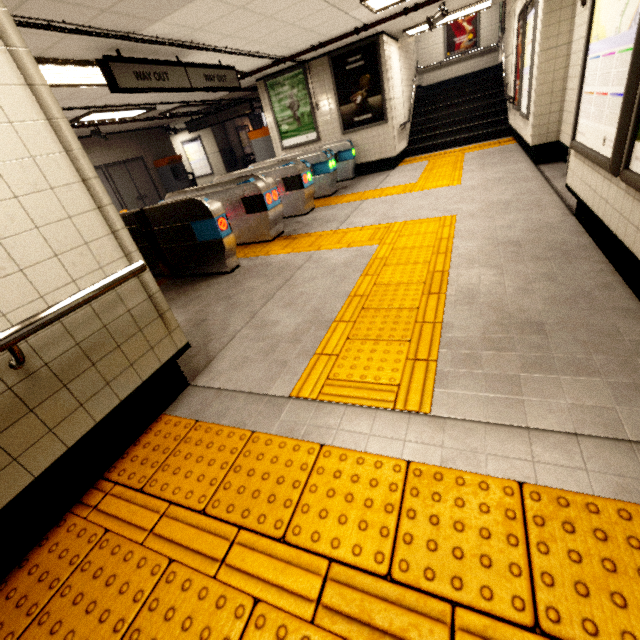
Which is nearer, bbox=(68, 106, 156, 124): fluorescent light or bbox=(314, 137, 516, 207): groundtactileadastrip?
bbox=(314, 137, 516, 207): groundtactileadastrip

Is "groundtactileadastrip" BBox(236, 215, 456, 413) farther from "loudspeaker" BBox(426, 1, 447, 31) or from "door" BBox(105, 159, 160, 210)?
"loudspeaker" BBox(426, 1, 447, 31)

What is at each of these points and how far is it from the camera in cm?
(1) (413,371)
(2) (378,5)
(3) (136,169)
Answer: (1) groundtactileadastrip, 205
(2) fluorescent light, 544
(3) door, 1189

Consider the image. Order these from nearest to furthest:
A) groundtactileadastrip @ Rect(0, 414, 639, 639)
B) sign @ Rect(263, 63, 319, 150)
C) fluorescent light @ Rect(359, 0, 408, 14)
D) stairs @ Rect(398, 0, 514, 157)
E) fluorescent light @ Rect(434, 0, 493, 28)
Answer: groundtactileadastrip @ Rect(0, 414, 639, 639) → fluorescent light @ Rect(359, 0, 408, 14) → fluorescent light @ Rect(434, 0, 493, 28) → sign @ Rect(263, 63, 319, 150) → stairs @ Rect(398, 0, 514, 157)

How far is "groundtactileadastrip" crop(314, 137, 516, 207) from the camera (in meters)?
6.36

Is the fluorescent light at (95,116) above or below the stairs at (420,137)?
above

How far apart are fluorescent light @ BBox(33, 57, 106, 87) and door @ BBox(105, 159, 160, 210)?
6.33m

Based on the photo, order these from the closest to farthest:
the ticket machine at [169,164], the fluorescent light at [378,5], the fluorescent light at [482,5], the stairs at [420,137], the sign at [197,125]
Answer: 1. the fluorescent light at [378,5]
2. the fluorescent light at [482,5]
3. the stairs at [420,137]
4. the sign at [197,125]
5. the ticket machine at [169,164]
